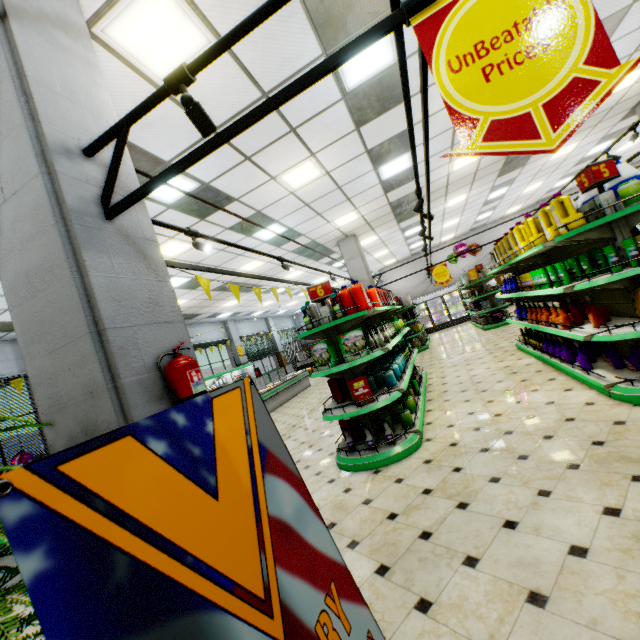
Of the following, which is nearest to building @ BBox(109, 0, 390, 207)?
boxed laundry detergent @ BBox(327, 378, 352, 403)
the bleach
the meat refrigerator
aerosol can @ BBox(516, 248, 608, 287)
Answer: the meat refrigerator

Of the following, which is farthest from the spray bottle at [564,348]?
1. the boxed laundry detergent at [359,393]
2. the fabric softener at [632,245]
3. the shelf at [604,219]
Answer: the boxed laundry detergent at [359,393]

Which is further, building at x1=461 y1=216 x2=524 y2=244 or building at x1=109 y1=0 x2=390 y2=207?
building at x1=461 y1=216 x2=524 y2=244

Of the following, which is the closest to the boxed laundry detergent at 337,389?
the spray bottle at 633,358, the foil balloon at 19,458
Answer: the spray bottle at 633,358

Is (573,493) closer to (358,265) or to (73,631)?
(73,631)

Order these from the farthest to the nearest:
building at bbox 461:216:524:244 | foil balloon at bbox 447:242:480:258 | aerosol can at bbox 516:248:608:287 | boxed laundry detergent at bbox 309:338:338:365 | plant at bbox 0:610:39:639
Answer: building at bbox 461:216:524:244
foil balloon at bbox 447:242:480:258
boxed laundry detergent at bbox 309:338:338:365
aerosol can at bbox 516:248:608:287
plant at bbox 0:610:39:639

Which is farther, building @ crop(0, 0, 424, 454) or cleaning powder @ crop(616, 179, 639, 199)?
cleaning powder @ crop(616, 179, 639, 199)

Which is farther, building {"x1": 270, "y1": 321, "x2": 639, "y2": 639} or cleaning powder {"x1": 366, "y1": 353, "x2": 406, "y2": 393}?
cleaning powder {"x1": 366, "y1": 353, "x2": 406, "y2": 393}
